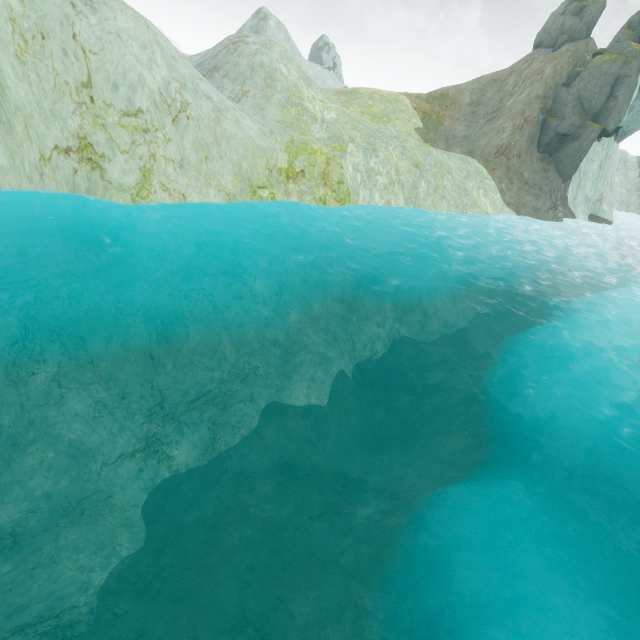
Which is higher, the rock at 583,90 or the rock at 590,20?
the rock at 590,20

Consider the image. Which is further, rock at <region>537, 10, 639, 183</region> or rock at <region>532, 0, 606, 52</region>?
rock at <region>532, 0, 606, 52</region>

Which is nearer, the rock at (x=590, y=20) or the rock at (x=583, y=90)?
the rock at (x=583, y=90)

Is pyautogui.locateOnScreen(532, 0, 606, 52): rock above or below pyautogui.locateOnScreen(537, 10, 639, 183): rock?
above

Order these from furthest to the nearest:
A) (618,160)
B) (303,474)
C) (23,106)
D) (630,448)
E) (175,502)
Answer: (618,160) < (303,474) < (23,106) < (175,502) < (630,448)
